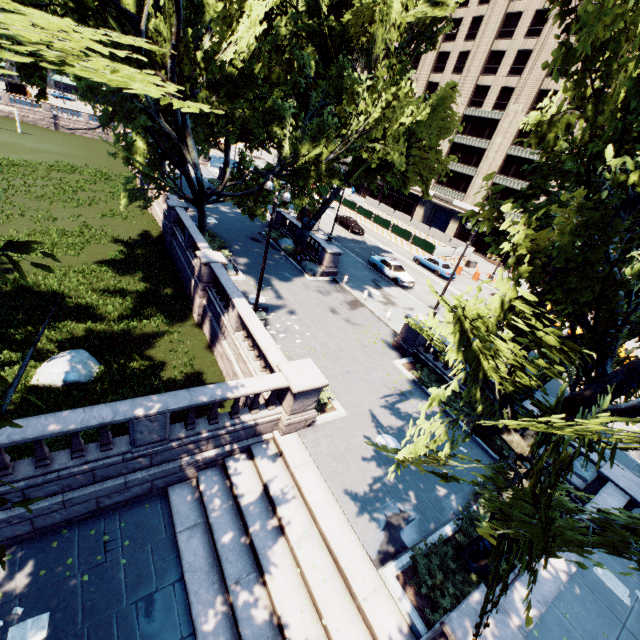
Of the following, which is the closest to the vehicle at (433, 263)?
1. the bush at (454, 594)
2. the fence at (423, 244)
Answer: the fence at (423, 244)

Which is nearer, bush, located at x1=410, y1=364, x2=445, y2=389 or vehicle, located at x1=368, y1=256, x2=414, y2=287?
bush, located at x1=410, y1=364, x2=445, y2=389

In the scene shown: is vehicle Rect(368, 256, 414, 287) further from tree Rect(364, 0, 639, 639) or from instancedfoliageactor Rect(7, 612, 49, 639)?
instancedfoliageactor Rect(7, 612, 49, 639)

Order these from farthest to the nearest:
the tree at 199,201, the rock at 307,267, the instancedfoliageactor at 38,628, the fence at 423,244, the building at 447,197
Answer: the building at 447,197 → the fence at 423,244 → the rock at 307,267 → the tree at 199,201 → the instancedfoliageactor at 38,628

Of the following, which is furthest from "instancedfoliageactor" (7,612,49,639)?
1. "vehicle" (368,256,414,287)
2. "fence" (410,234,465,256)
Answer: "fence" (410,234,465,256)

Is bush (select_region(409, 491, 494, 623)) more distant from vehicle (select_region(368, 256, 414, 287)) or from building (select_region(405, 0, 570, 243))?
building (select_region(405, 0, 570, 243))

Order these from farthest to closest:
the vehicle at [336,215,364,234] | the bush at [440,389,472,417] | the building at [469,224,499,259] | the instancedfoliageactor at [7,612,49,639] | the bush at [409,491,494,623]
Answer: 1. the building at [469,224,499,259]
2. the vehicle at [336,215,364,234]
3. the bush at [440,389,472,417]
4. the bush at [409,491,494,623]
5. the instancedfoliageactor at [7,612,49,639]

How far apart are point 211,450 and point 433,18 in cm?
2748
